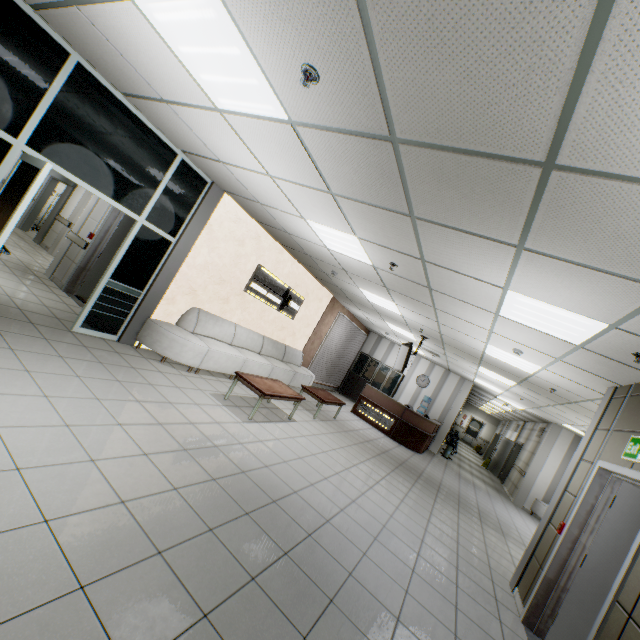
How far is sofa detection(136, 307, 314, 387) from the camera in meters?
5.7

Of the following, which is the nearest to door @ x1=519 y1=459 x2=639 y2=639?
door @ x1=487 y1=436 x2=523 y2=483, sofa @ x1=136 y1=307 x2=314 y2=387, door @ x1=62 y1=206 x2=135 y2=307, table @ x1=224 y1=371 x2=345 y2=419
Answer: table @ x1=224 y1=371 x2=345 y2=419

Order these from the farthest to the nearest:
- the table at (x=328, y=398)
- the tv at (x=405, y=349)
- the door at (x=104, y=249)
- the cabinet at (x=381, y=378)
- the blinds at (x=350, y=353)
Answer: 1. the cabinet at (x=381, y=378)
2. the blinds at (x=350, y=353)
3. the tv at (x=405, y=349)
4. the door at (x=104, y=249)
5. the table at (x=328, y=398)

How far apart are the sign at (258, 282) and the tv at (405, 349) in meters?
3.2 m

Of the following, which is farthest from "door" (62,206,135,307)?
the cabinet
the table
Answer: the cabinet

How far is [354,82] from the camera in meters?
2.0 m

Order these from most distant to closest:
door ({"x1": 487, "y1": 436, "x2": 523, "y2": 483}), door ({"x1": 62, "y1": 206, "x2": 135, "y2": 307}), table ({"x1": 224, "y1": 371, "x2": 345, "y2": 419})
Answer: door ({"x1": 487, "y1": 436, "x2": 523, "y2": 483})
door ({"x1": 62, "y1": 206, "x2": 135, "y2": 307})
table ({"x1": 224, "y1": 371, "x2": 345, "y2": 419})

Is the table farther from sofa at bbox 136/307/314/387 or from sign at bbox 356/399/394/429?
sign at bbox 356/399/394/429
